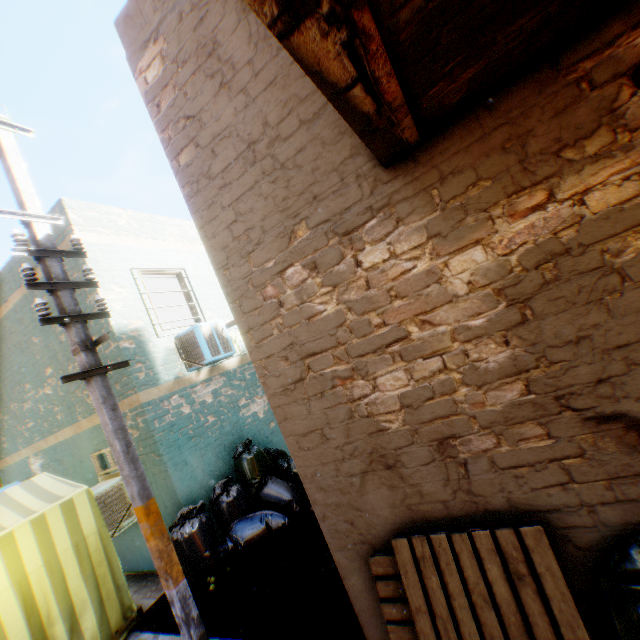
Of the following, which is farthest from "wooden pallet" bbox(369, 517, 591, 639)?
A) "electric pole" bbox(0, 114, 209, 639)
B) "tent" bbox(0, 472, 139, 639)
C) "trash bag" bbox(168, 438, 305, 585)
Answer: "electric pole" bbox(0, 114, 209, 639)

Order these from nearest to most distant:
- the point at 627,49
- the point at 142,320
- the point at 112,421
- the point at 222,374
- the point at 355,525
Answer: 1. the point at 627,49
2. the point at 355,525
3. the point at 112,421
4. the point at 142,320
5. the point at 222,374

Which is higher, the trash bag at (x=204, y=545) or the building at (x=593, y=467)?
the building at (x=593, y=467)

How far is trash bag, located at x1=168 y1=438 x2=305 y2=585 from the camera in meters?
5.0

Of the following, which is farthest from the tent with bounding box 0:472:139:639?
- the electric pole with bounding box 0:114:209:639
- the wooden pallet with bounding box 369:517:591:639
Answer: the wooden pallet with bounding box 369:517:591:639

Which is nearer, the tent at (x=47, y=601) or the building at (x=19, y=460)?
the tent at (x=47, y=601)

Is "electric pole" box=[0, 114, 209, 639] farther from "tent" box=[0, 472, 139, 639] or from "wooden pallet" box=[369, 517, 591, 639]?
"wooden pallet" box=[369, 517, 591, 639]

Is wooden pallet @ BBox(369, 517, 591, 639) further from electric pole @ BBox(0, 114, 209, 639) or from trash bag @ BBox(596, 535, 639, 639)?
electric pole @ BBox(0, 114, 209, 639)
